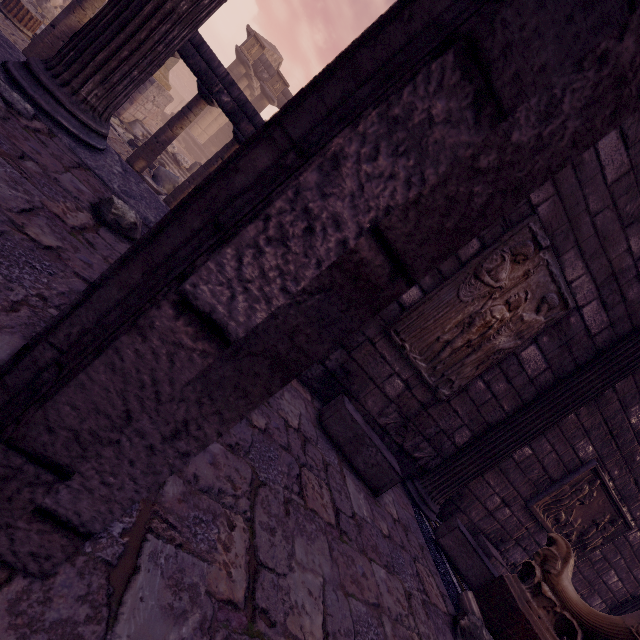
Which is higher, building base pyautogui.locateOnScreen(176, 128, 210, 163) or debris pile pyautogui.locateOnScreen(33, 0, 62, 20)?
building base pyautogui.locateOnScreen(176, 128, 210, 163)

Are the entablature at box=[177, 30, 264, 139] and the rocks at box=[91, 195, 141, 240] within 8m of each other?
yes

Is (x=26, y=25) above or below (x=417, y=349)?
below

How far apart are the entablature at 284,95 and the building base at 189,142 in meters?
5.3

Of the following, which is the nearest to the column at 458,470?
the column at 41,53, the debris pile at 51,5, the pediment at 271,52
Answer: the column at 41,53

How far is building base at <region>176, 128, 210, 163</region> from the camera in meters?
20.0 m

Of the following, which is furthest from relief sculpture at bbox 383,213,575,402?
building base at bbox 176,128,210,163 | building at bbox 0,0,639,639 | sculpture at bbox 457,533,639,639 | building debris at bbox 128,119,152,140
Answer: building base at bbox 176,128,210,163

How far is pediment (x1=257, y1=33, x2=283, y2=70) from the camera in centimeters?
2042cm
